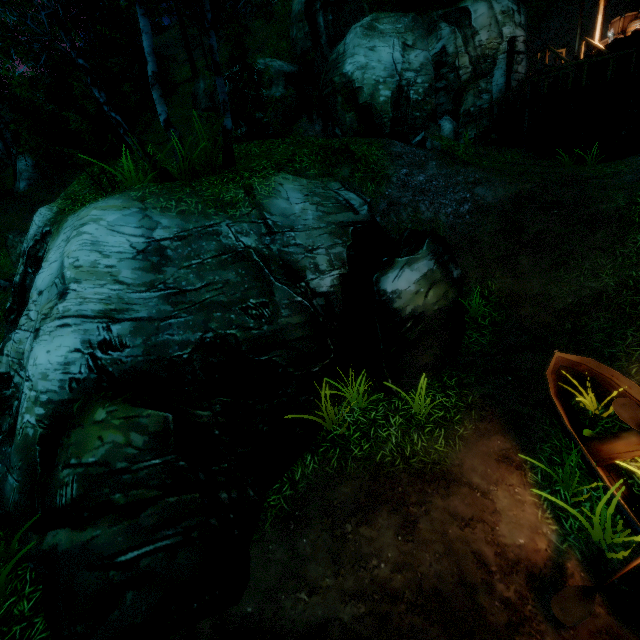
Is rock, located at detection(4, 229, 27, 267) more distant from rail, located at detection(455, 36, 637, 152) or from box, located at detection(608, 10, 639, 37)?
box, located at detection(608, 10, 639, 37)

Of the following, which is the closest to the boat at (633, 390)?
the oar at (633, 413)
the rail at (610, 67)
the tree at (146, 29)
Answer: the oar at (633, 413)

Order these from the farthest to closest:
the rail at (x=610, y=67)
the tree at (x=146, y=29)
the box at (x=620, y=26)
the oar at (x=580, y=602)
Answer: the box at (x=620, y=26)
the rail at (x=610, y=67)
the tree at (x=146, y=29)
the oar at (x=580, y=602)

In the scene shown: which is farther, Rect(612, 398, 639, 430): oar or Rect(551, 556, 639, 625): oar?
Rect(612, 398, 639, 430): oar

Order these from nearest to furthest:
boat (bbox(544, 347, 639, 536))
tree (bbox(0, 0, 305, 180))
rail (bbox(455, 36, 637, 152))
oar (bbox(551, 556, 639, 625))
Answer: oar (bbox(551, 556, 639, 625)), boat (bbox(544, 347, 639, 536)), tree (bbox(0, 0, 305, 180)), rail (bbox(455, 36, 637, 152))

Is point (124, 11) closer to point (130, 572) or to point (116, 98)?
point (130, 572)

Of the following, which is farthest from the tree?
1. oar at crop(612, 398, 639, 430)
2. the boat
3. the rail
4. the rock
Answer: oar at crop(612, 398, 639, 430)

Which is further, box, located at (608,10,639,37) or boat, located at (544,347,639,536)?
box, located at (608,10,639,37)
